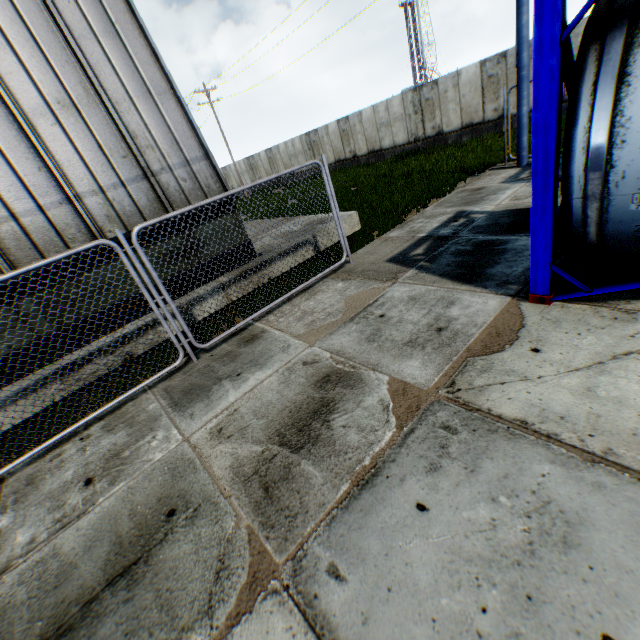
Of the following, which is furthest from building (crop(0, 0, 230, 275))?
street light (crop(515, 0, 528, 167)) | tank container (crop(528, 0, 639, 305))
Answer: street light (crop(515, 0, 528, 167))

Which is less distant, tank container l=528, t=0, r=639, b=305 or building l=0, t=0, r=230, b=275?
tank container l=528, t=0, r=639, b=305

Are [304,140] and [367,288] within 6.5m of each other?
no

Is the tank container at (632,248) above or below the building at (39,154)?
below

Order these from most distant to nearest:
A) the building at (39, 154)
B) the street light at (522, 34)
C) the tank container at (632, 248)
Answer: the street light at (522, 34)
the building at (39, 154)
the tank container at (632, 248)

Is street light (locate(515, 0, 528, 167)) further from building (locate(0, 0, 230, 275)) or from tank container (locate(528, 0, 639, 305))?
building (locate(0, 0, 230, 275))
